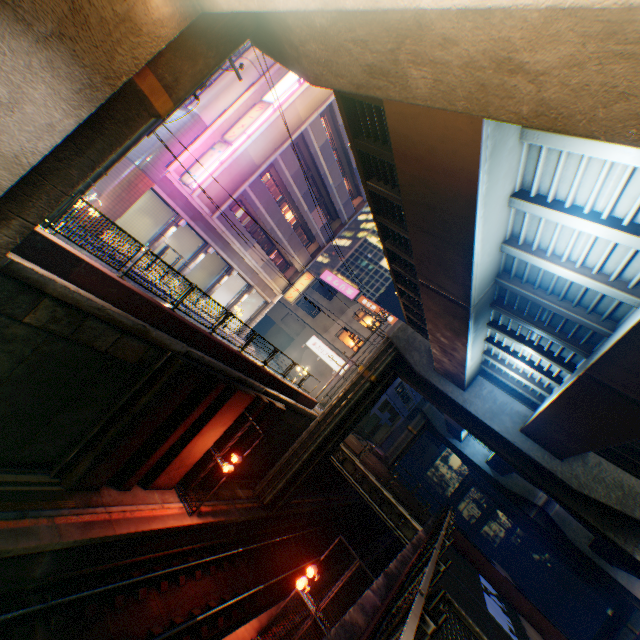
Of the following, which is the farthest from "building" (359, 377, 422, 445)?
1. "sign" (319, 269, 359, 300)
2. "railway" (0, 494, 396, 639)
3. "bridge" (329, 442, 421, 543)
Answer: "bridge" (329, 442, 421, 543)

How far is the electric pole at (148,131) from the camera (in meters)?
8.57

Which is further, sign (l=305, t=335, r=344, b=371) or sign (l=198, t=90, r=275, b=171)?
sign (l=305, t=335, r=344, b=371)

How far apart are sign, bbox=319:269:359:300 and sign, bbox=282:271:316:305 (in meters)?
9.95

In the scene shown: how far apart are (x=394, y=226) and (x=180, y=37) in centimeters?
896cm

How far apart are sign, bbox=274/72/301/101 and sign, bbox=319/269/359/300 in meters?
22.9

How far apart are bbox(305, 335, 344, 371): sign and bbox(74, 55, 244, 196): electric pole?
28.7m

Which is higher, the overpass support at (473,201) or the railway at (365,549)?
the overpass support at (473,201)
